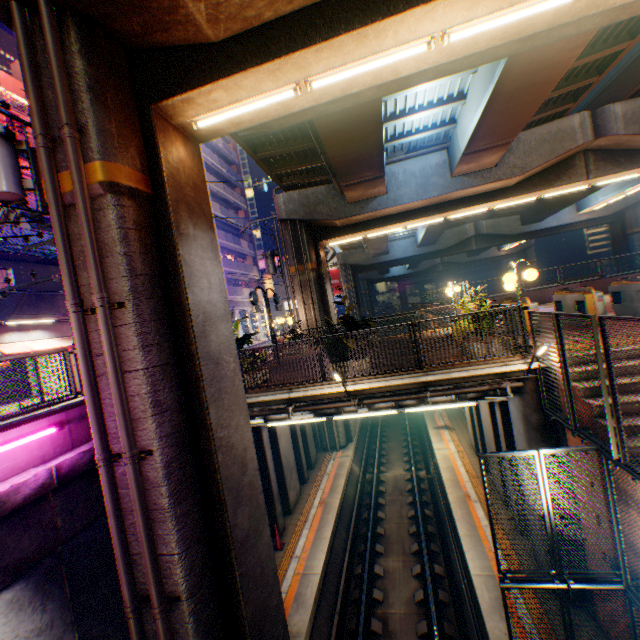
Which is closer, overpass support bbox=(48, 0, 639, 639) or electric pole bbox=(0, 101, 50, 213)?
overpass support bbox=(48, 0, 639, 639)

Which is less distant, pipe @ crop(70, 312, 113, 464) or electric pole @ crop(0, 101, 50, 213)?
pipe @ crop(70, 312, 113, 464)

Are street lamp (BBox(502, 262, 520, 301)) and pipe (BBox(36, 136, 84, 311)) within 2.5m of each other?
no

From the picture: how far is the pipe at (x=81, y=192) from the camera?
5.0 meters

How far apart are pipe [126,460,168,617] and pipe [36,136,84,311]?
0.30m

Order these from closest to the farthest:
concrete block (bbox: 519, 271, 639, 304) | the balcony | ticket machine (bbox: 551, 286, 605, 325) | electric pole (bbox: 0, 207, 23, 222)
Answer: electric pole (bbox: 0, 207, 23, 222) → ticket machine (bbox: 551, 286, 605, 325) → the balcony → concrete block (bbox: 519, 271, 639, 304)

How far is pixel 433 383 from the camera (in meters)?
8.30

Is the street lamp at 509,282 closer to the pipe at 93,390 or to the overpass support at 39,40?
the overpass support at 39,40
